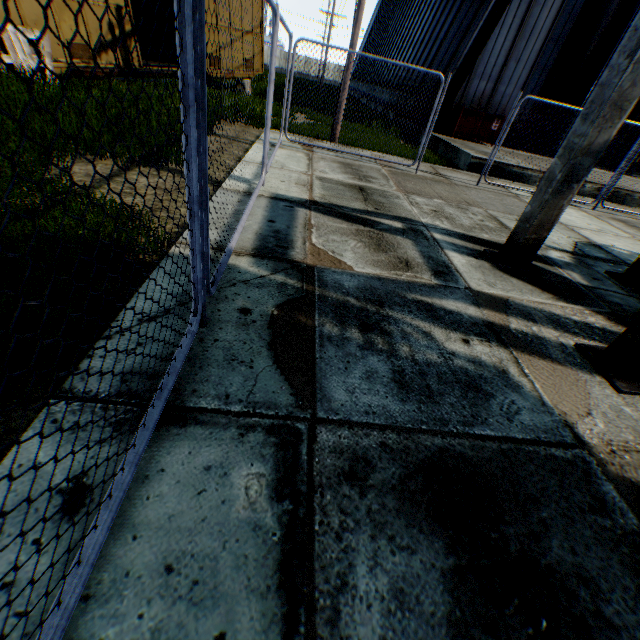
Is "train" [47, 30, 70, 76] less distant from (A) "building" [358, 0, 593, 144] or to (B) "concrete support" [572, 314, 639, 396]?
(A) "building" [358, 0, 593, 144]

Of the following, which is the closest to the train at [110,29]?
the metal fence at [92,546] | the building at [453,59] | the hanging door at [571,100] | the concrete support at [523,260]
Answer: the metal fence at [92,546]

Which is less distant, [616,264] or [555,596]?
[555,596]

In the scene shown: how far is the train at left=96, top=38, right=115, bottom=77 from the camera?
9.95m

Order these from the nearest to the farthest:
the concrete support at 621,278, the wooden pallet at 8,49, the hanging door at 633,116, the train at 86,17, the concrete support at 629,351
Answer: the concrete support at 629,351, the concrete support at 621,278, the wooden pallet at 8,49, the train at 86,17, the hanging door at 633,116

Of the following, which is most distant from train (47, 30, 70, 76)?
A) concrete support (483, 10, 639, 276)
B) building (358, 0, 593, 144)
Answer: concrete support (483, 10, 639, 276)

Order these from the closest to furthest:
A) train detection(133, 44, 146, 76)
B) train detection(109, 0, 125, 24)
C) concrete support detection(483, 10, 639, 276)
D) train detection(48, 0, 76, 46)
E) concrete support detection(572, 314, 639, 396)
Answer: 1. concrete support detection(572, 314, 639, 396)
2. concrete support detection(483, 10, 639, 276)
3. train detection(48, 0, 76, 46)
4. train detection(109, 0, 125, 24)
5. train detection(133, 44, 146, 76)

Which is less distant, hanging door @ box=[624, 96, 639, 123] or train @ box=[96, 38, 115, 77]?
train @ box=[96, 38, 115, 77]
